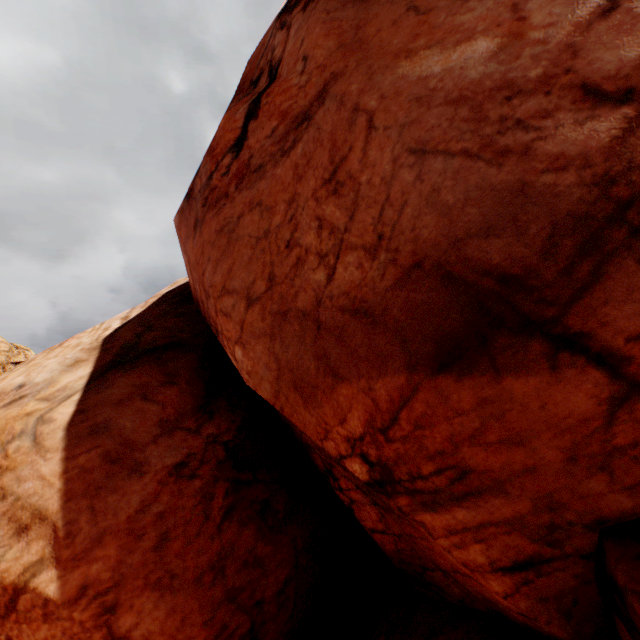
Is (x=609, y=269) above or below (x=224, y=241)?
below
